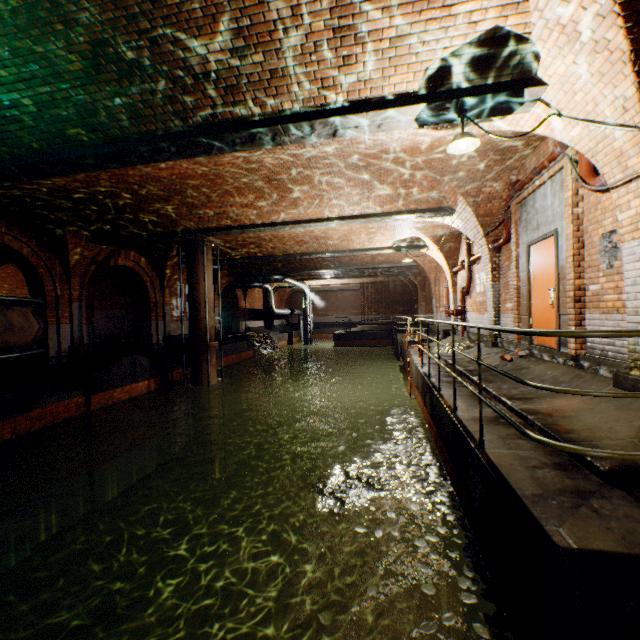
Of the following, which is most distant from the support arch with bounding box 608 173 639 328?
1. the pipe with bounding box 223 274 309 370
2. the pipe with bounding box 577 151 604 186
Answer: the pipe with bounding box 223 274 309 370

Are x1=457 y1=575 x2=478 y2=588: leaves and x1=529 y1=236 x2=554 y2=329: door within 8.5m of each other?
yes

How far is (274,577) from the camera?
8.4 meters

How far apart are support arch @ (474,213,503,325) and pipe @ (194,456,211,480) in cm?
1092

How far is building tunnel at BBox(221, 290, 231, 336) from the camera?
Result: 26.2m

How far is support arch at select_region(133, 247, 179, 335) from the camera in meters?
14.7

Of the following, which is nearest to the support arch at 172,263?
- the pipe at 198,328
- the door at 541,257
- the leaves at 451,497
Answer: the pipe at 198,328

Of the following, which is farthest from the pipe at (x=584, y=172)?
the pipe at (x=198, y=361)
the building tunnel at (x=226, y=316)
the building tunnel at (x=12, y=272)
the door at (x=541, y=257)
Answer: the building tunnel at (x=226, y=316)
